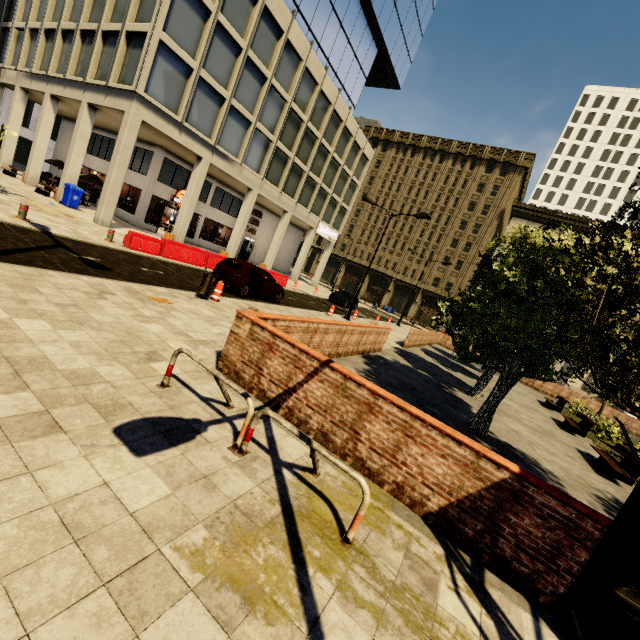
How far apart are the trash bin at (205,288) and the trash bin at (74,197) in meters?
14.5 m

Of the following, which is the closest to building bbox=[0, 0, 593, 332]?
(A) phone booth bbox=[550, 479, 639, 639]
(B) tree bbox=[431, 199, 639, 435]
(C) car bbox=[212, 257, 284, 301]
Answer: (C) car bbox=[212, 257, 284, 301]

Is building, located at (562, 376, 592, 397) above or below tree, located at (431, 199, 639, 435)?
below

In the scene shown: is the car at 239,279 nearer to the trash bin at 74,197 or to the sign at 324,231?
the trash bin at 74,197

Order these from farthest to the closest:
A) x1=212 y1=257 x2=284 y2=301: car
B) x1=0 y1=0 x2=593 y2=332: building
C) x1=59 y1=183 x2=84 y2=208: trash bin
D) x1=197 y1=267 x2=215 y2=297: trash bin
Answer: x1=59 y1=183 x2=84 y2=208: trash bin, x1=0 y1=0 x2=593 y2=332: building, x1=212 y1=257 x2=284 y2=301: car, x1=197 y1=267 x2=215 y2=297: trash bin

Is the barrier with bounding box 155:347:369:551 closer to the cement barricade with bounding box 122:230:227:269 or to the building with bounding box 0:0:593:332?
the cement barricade with bounding box 122:230:227:269

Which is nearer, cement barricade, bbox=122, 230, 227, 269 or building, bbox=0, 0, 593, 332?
cement barricade, bbox=122, 230, 227, 269

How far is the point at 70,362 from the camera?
4.5m
